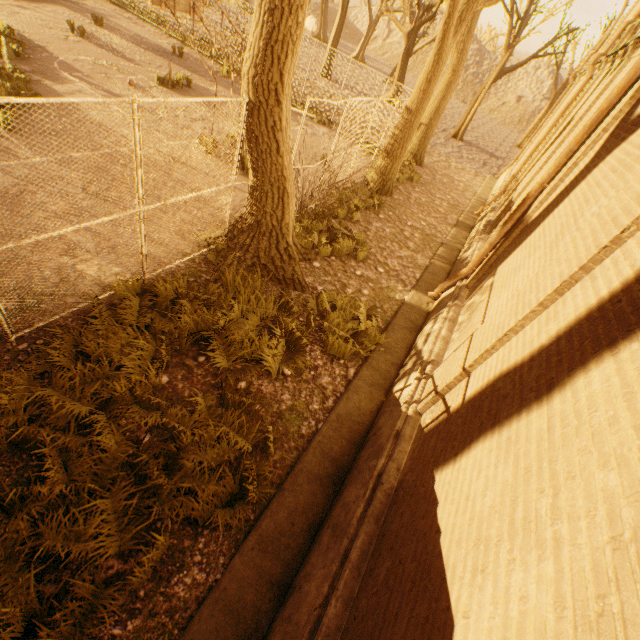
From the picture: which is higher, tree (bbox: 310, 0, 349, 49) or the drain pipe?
the drain pipe

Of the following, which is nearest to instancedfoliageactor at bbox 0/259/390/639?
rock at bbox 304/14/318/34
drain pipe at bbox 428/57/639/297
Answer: drain pipe at bbox 428/57/639/297

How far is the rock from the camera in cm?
4600

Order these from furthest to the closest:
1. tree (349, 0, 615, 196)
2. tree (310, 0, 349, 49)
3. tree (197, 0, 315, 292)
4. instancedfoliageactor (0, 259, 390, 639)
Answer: tree (310, 0, 349, 49) → tree (349, 0, 615, 196) → tree (197, 0, 315, 292) → instancedfoliageactor (0, 259, 390, 639)

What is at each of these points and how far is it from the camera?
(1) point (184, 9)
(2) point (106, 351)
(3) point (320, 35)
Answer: (1) basketballbackboardstansion, 9.2m
(2) instancedfoliageactor, 4.6m
(3) tree, 42.2m

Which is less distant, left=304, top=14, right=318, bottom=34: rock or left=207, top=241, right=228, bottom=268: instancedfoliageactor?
left=207, top=241, right=228, bottom=268: instancedfoliageactor

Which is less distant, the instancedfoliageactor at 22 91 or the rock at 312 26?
the instancedfoliageactor at 22 91

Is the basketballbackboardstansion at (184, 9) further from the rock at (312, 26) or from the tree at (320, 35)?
the rock at (312, 26)
